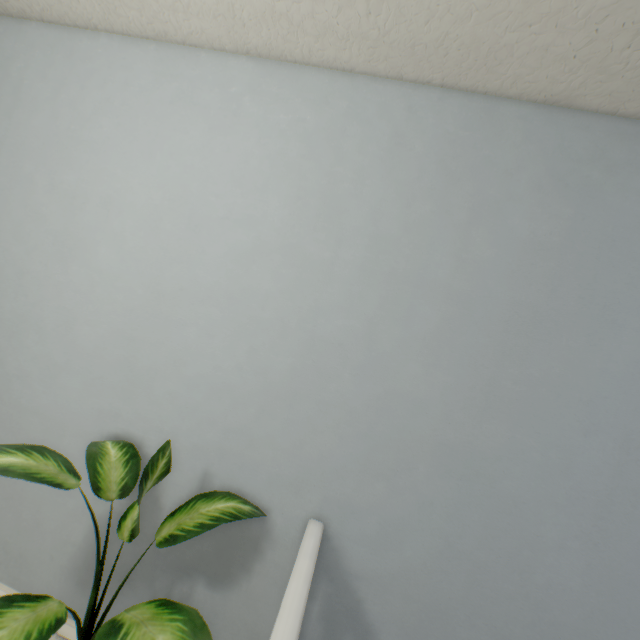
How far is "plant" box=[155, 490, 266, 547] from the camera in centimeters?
101cm

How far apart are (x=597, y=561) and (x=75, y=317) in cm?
215

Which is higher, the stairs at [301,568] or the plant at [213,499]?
the stairs at [301,568]

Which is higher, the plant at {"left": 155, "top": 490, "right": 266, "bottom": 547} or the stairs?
the stairs

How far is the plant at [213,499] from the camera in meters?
1.0
